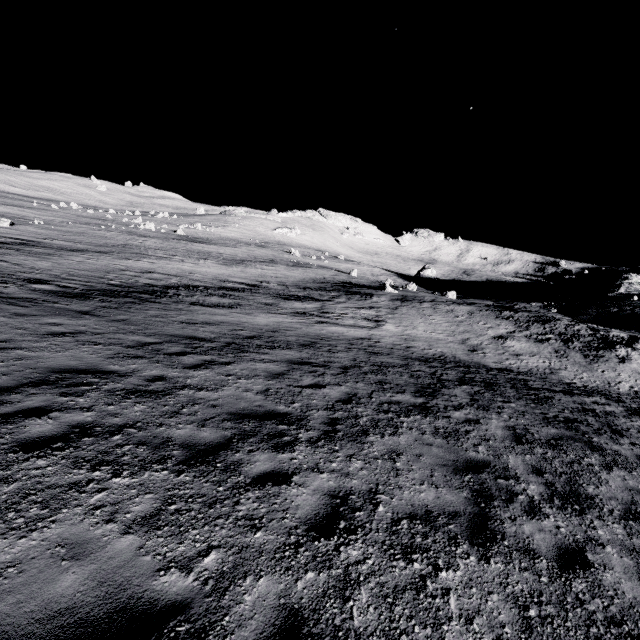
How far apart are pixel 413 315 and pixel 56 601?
24.0m
